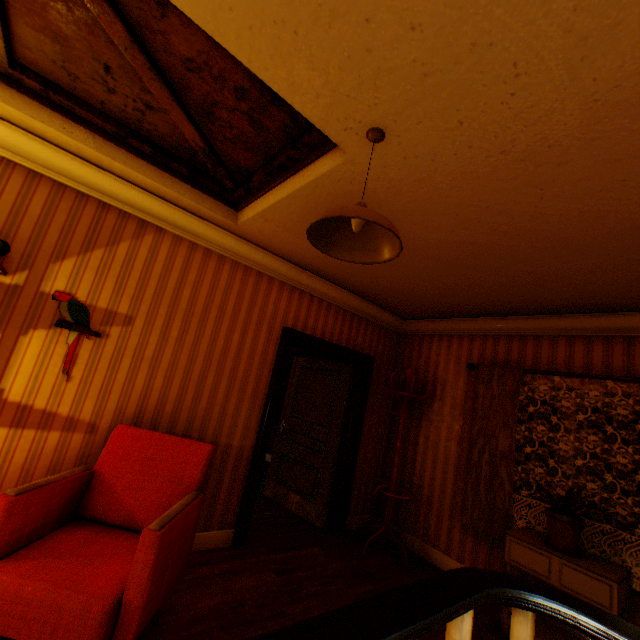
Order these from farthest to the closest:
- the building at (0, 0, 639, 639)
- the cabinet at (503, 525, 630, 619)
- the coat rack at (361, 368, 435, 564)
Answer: the coat rack at (361, 368, 435, 564) → the cabinet at (503, 525, 630, 619) → the building at (0, 0, 639, 639)

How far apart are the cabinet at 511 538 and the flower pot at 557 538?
0.0 meters

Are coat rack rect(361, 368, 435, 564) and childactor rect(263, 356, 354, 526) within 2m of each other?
yes

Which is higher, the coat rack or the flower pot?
the coat rack

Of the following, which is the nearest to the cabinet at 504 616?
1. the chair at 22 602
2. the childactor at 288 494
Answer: the childactor at 288 494

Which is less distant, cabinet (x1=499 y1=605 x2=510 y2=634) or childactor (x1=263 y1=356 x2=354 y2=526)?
cabinet (x1=499 y1=605 x2=510 y2=634)

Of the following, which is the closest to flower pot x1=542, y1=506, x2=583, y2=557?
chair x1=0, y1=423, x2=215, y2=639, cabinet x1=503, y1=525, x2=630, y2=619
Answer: cabinet x1=503, y1=525, x2=630, y2=619

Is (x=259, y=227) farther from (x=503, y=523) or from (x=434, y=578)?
(x=503, y=523)
